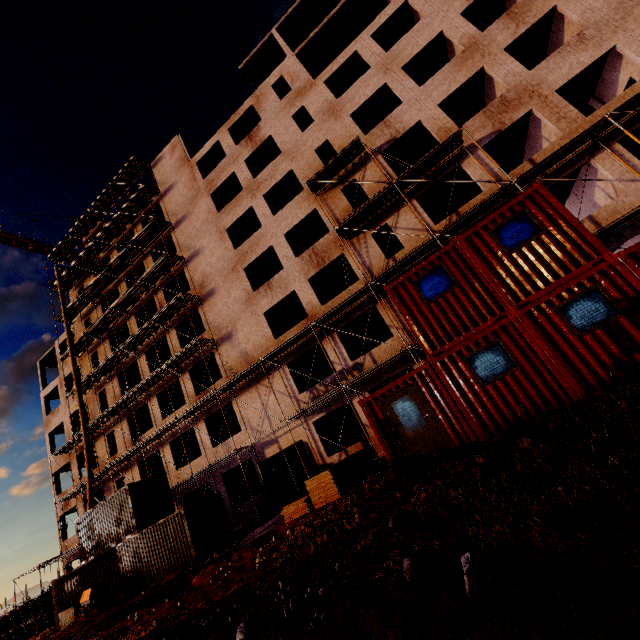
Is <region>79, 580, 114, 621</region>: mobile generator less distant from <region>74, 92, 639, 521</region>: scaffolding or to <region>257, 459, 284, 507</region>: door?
<region>74, 92, 639, 521</region>: scaffolding

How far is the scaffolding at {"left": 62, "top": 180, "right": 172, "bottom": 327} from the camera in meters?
27.9

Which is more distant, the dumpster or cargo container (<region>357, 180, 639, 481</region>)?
the dumpster

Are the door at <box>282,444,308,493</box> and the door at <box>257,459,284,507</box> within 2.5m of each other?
yes

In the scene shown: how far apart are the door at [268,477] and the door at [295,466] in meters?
1.8

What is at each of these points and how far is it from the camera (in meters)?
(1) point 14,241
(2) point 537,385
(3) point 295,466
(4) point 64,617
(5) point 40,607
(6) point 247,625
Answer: (1) tower crane, 46.75
(2) cargo container, 7.90
(3) door, 18.44
(4) dumpster, 17.27
(5) concrete pipe, 21.02
(6) compgrassrocksplants, 4.59

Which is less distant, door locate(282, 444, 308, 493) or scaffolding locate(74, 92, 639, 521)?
scaffolding locate(74, 92, 639, 521)

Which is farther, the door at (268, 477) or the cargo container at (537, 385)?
the door at (268, 477)
